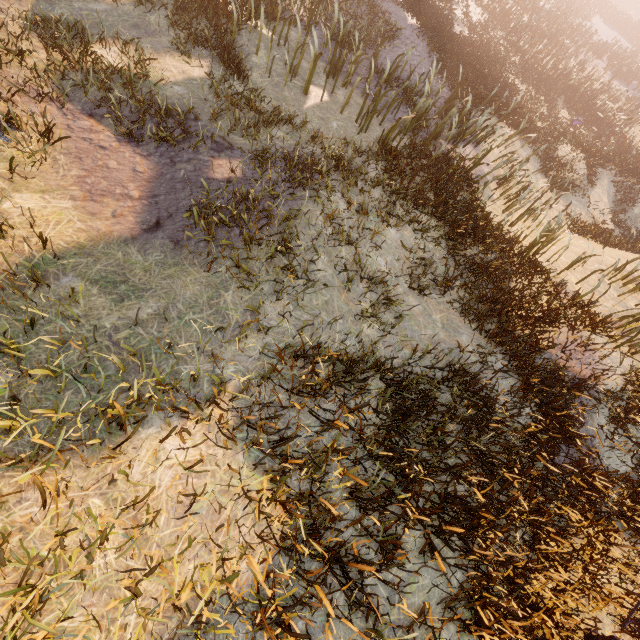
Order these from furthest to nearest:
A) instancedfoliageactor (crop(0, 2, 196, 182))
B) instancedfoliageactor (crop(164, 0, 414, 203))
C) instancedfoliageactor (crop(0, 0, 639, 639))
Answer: instancedfoliageactor (crop(164, 0, 414, 203)), instancedfoliageactor (crop(0, 2, 196, 182)), instancedfoliageactor (crop(0, 0, 639, 639))

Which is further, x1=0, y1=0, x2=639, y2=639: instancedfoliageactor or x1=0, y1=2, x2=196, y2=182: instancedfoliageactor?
x1=0, y1=2, x2=196, y2=182: instancedfoliageactor

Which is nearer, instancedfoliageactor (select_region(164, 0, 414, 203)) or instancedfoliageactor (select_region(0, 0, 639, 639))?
instancedfoliageactor (select_region(0, 0, 639, 639))

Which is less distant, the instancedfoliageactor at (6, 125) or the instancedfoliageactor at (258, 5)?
the instancedfoliageactor at (6, 125)

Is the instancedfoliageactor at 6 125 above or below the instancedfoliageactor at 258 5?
below

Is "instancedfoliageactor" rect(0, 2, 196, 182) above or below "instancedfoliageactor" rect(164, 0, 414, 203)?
below

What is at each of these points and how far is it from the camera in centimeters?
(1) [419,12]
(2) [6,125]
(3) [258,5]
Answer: (1) instancedfoliageactor, 1435cm
(2) instancedfoliageactor, 420cm
(3) instancedfoliageactor, 820cm
